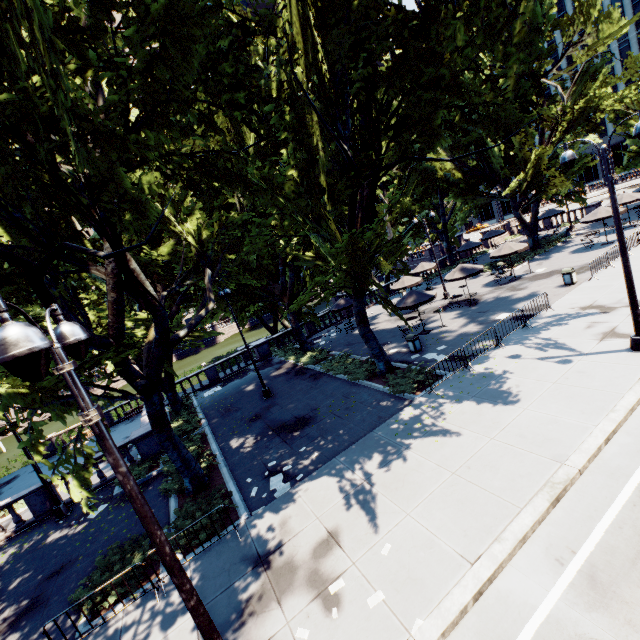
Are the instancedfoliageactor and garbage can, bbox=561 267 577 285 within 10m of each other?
no

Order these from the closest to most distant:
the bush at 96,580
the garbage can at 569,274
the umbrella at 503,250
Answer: the bush at 96,580
the garbage can at 569,274
the umbrella at 503,250

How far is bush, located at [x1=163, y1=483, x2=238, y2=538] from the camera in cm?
1048

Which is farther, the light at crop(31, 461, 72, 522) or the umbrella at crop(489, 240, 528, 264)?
the umbrella at crop(489, 240, 528, 264)

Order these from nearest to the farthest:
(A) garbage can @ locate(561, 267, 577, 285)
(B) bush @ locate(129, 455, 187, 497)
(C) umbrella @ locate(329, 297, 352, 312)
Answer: (B) bush @ locate(129, 455, 187, 497) → (A) garbage can @ locate(561, 267, 577, 285) → (C) umbrella @ locate(329, 297, 352, 312)

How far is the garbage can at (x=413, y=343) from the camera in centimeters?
1816cm

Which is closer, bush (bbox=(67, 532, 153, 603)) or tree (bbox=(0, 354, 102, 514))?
tree (bbox=(0, 354, 102, 514))

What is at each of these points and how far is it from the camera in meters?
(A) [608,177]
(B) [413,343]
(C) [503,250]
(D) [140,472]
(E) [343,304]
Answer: (A) light, 9.9
(B) garbage can, 18.1
(C) umbrella, 24.7
(D) bush, 15.8
(E) umbrella, 28.0
